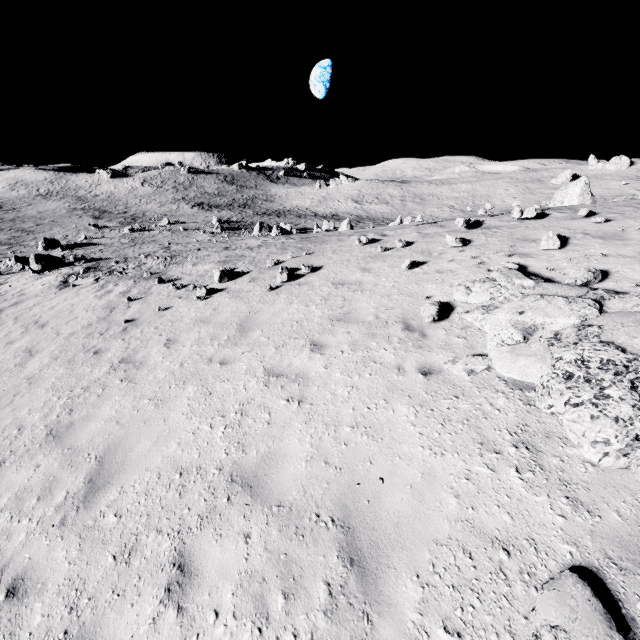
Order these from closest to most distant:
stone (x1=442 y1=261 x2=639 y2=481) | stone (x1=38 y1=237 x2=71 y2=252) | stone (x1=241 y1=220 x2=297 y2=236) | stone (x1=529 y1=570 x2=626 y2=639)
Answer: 1. stone (x1=529 y1=570 x2=626 y2=639)
2. stone (x1=442 y1=261 x2=639 y2=481)
3. stone (x1=241 y1=220 x2=297 y2=236)
4. stone (x1=38 y1=237 x2=71 y2=252)

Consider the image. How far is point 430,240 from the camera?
11.2 meters

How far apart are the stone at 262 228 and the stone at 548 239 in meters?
26.8 m

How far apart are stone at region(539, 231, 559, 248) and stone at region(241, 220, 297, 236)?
26.8m

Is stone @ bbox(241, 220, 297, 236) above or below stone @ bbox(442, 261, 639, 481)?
below

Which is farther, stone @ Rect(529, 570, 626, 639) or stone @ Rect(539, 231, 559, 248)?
stone @ Rect(539, 231, 559, 248)

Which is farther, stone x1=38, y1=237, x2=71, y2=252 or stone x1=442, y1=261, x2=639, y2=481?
stone x1=38, y1=237, x2=71, y2=252

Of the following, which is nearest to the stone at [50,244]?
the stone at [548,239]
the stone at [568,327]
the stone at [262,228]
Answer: the stone at [262,228]
